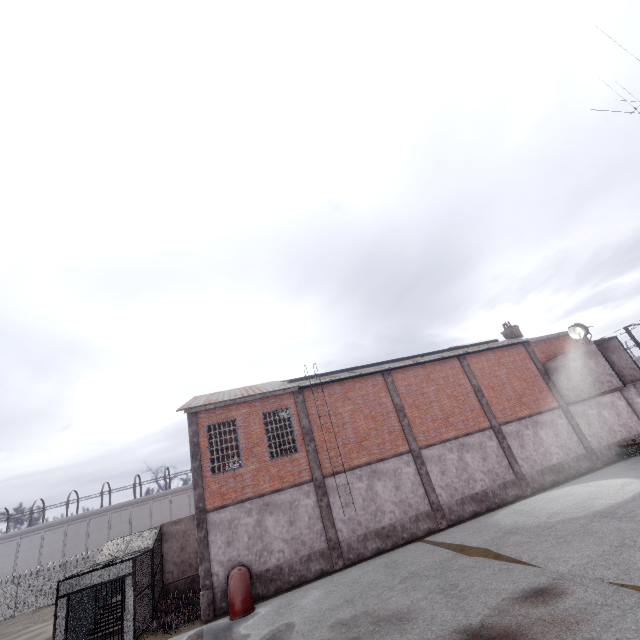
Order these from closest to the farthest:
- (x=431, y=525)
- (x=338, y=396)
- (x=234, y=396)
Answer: (x=431, y=525) < (x=234, y=396) < (x=338, y=396)

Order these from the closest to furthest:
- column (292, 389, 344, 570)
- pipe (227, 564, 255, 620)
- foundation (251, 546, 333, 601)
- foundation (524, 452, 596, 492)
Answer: pipe (227, 564, 255, 620)
foundation (251, 546, 333, 601)
column (292, 389, 344, 570)
foundation (524, 452, 596, 492)

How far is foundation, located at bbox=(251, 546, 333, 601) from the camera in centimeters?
1441cm

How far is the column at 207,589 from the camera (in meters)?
13.76

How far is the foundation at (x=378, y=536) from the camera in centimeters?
1575cm

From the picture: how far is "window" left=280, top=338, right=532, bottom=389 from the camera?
19.7m

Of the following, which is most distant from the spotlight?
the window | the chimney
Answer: the chimney

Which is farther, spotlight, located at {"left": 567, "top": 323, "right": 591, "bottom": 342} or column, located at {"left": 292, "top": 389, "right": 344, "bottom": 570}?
spotlight, located at {"left": 567, "top": 323, "right": 591, "bottom": 342}
